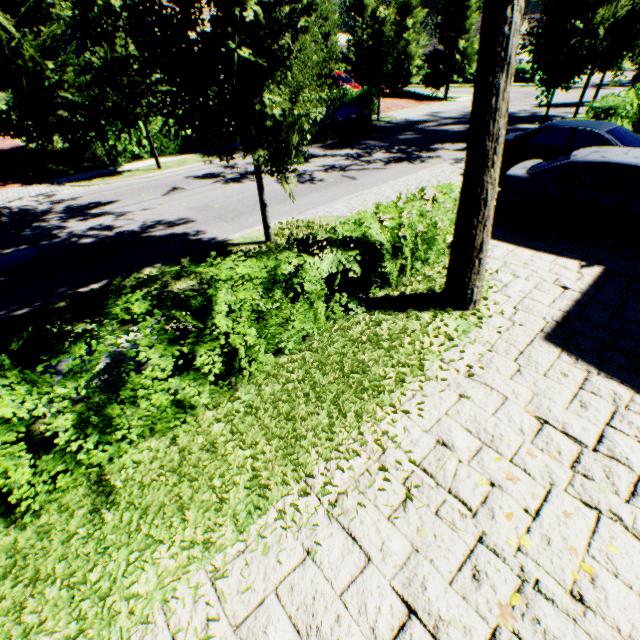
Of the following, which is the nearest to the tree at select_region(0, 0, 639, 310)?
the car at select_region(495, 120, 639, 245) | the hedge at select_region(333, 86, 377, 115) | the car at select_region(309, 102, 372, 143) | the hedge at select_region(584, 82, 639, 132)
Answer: the hedge at select_region(584, 82, 639, 132)

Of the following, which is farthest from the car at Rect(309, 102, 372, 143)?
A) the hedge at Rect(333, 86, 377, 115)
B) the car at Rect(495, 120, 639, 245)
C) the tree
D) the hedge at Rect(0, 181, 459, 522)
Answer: the hedge at Rect(0, 181, 459, 522)

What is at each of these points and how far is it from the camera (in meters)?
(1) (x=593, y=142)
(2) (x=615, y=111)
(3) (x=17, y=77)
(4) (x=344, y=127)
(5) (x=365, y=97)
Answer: (1) car, 8.80
(2) hedge, 11.66
(3) tree, 13.36
(4) car, 18.06
(5) hedge, 23.50

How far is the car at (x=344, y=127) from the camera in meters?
17.3 m

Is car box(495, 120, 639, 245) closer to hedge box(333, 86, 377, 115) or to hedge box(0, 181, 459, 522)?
hedge box(0, 181, 459, 522)

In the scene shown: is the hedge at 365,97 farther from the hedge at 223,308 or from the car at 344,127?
the hedge at 223,308

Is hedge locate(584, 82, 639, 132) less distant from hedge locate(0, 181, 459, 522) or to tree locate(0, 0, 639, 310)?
tree locate(0, 0, 639, 310)

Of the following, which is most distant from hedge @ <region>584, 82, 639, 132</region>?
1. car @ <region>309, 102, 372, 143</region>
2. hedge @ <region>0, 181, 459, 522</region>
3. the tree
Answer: car @ <region>309, 102, 372, 143</region>
